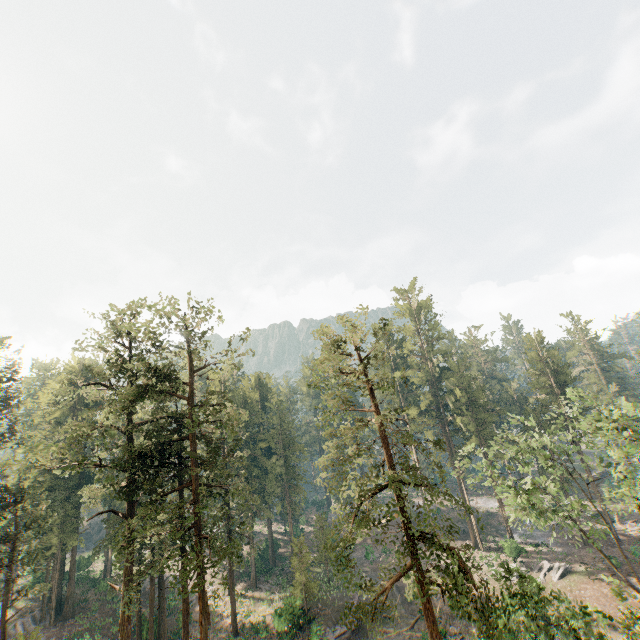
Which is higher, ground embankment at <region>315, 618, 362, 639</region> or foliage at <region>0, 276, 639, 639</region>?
foliage at <region>0, 276, 639, 639</region>

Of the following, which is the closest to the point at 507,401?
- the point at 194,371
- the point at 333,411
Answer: the point at 333,411

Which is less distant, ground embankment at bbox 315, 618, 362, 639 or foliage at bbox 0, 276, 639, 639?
foliage at bbox 0, 276, 639, 639

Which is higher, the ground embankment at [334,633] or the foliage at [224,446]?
the foliage at [224,446]

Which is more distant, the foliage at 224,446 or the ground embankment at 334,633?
the ground embankment at 334,633
